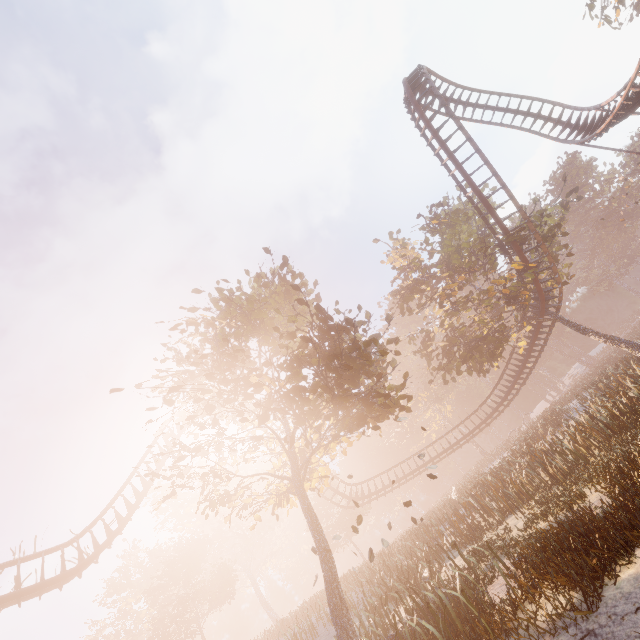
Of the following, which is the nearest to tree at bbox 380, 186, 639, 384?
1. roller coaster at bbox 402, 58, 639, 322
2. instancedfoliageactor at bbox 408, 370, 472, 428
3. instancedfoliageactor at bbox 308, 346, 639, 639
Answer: roller coaster at bbox 402, 58, 639, 322

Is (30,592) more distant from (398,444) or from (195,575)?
(398,444)

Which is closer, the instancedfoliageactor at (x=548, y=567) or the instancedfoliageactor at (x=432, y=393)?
the instancedfoliageactor at (x=548, y=567)

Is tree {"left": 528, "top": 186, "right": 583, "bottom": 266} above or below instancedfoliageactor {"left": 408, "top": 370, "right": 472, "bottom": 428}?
below

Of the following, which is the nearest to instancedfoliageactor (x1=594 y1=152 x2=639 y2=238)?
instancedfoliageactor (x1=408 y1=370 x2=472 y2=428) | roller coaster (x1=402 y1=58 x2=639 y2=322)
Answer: instancedfoliageactor (x1=408 y1=370 x2=472 y2=428)

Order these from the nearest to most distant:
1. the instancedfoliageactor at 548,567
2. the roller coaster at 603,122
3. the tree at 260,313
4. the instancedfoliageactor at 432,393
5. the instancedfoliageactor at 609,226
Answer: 1. the instancedfoliageactor at 548,567
2. the tree at 260,313
3. the roller coaster at 603,122
4. the instancedfoliageactor at 432,393
5. the instancedfoliageactor at 609,226

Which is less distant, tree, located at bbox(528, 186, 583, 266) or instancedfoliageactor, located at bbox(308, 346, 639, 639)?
instancedfoliageactor, located at bbox(308, 346, 639, 639)

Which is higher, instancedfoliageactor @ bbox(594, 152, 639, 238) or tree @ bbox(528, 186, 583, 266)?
instancedfoliageactor @ bbox(594, 152, 639, 238)
